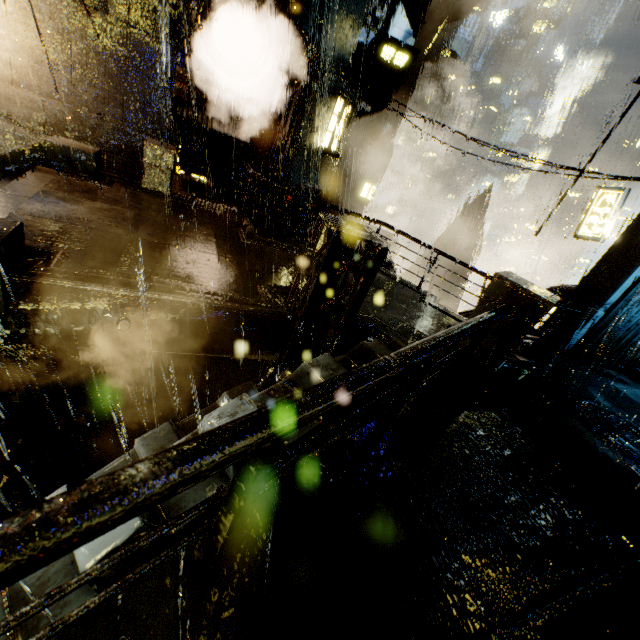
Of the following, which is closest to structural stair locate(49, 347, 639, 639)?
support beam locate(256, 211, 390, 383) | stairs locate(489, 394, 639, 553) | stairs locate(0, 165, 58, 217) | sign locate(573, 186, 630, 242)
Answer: stairs locate(489, 394, 639, 553)

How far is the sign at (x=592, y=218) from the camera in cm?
1438

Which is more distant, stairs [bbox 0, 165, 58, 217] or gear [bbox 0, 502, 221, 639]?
stairs [bbox 0, 165, 58, 217]

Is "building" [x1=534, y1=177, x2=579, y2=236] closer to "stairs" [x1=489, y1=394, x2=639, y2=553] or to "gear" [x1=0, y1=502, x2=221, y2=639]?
"gear" [x1=0, y1=502, x2=221, y2=639]

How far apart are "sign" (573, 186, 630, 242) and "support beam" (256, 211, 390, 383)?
14.3 meters

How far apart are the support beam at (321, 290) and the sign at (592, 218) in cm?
1429

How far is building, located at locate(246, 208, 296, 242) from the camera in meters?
11.8

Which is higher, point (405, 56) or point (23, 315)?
point (405, 56)
